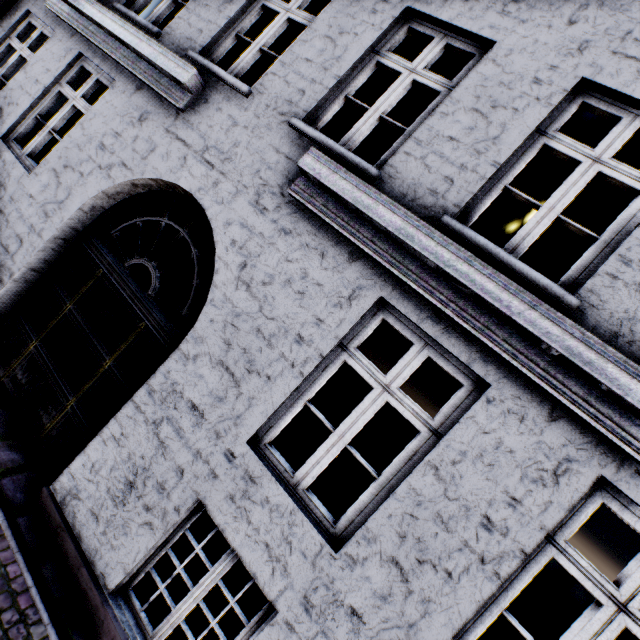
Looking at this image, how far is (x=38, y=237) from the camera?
4.1m
